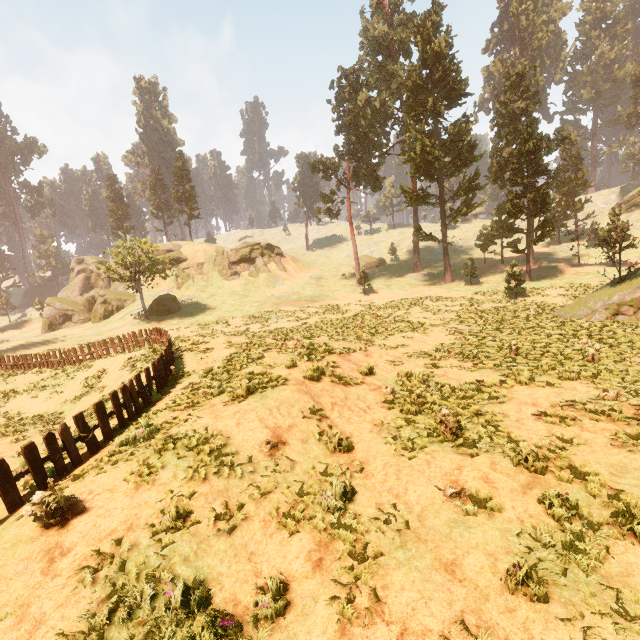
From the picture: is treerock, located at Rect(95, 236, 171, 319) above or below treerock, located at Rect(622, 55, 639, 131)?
below

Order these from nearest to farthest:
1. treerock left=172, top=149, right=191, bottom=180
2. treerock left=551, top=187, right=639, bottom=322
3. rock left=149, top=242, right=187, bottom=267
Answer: treerock left=551, top=187, right=639, bottom=322 < rock left=149, top=242, right=187, bottom=267 < treerock left=172, top=149, right=191, bottom=180

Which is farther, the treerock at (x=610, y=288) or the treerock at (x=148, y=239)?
the treerock at (x=148, y=239)

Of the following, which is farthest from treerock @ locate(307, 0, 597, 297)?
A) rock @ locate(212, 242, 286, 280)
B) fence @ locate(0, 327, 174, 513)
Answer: rock @ locate(212, 242, 286, 280)

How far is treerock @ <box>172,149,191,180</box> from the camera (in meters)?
58.84

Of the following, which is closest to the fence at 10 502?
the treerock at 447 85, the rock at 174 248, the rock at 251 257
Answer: the treerock at 447 85

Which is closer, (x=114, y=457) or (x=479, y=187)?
(x=114, y=457)

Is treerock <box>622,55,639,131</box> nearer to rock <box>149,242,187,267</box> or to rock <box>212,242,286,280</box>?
rock <box>149,242,187,267</box>
